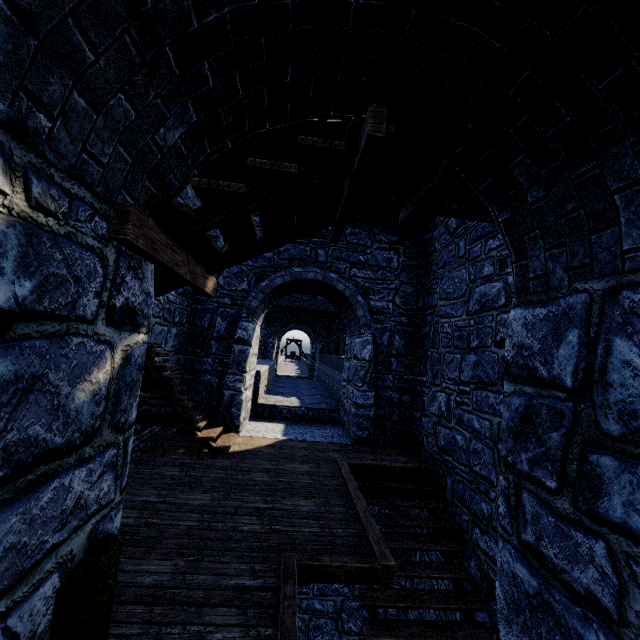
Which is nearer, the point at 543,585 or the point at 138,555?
the point at 543,585
